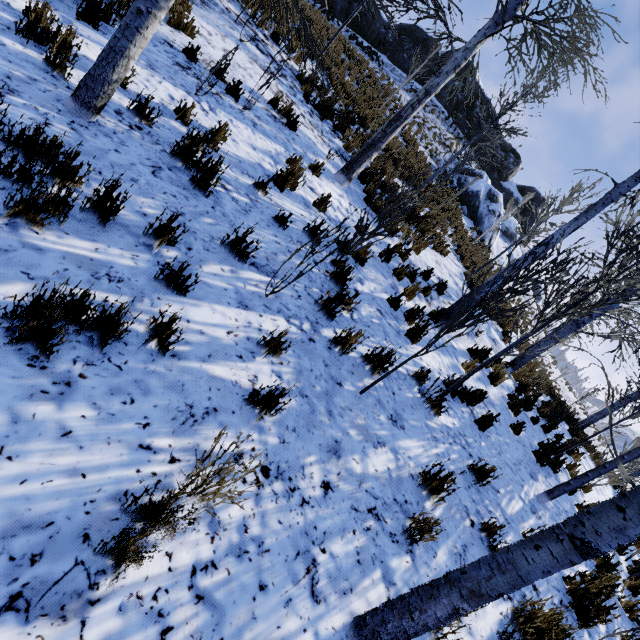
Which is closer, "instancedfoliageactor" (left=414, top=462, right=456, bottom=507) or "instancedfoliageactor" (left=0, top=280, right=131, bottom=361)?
"instancedfoliageactor" (left=0, top=280, right=131, bottom=361)

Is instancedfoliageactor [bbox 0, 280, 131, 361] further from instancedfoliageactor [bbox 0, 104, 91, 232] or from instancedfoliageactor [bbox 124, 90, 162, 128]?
instancedfoliageactor [bbox 124, 90, 162, 128]

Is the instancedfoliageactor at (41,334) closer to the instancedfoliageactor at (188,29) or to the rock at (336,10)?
the instancedfoliageactor at (188,29)

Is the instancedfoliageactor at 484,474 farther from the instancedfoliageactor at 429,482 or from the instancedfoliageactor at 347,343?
the instancedfoliageactor at 347,343

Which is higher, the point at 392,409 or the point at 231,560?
the point at 392,409

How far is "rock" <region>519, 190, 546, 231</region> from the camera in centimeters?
3341cm

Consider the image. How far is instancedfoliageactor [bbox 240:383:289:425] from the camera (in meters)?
2.53

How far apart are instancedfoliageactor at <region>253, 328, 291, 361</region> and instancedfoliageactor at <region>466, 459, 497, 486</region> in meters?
3.2
